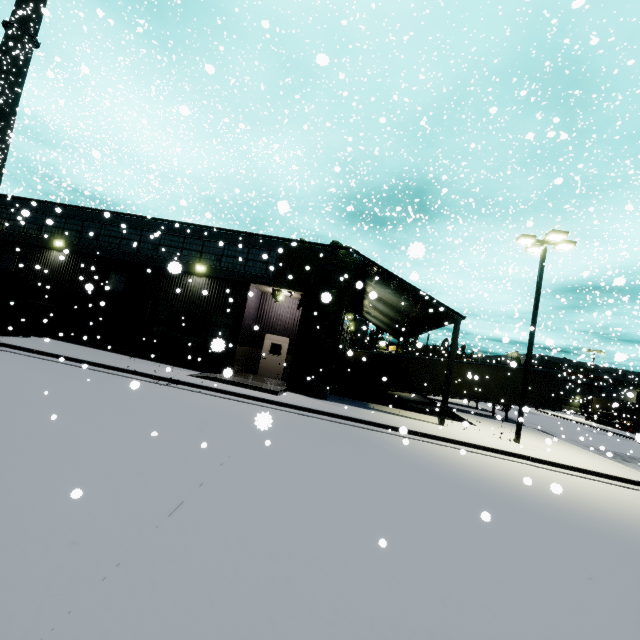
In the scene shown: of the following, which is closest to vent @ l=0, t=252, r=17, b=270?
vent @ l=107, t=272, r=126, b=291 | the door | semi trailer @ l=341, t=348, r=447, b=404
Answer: semi trailer @ l=341, t=348, r=447, b=404

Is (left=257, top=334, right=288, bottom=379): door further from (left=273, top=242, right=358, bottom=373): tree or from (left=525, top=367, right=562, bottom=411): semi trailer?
(left=525, top=367, right=562, bottom=411): semi trailer

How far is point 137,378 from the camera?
13.2 meters

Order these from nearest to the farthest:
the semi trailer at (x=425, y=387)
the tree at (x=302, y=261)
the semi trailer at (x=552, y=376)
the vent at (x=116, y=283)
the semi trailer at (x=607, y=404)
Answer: the tree at (x=302, y=261), the vent at (x=116, y=283), the semi trailer at (x=552, y=376), the semi trailer at (x=425, y=387), the semi trailer at (x=607, y=404)

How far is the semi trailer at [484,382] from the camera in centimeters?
2270cm

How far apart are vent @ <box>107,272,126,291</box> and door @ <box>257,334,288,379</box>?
8.0m

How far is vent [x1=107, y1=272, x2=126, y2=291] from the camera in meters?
18.1

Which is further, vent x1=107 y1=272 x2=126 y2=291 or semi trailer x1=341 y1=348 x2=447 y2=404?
semi trailer x1=341 y1=348 x2=447 y2=404
